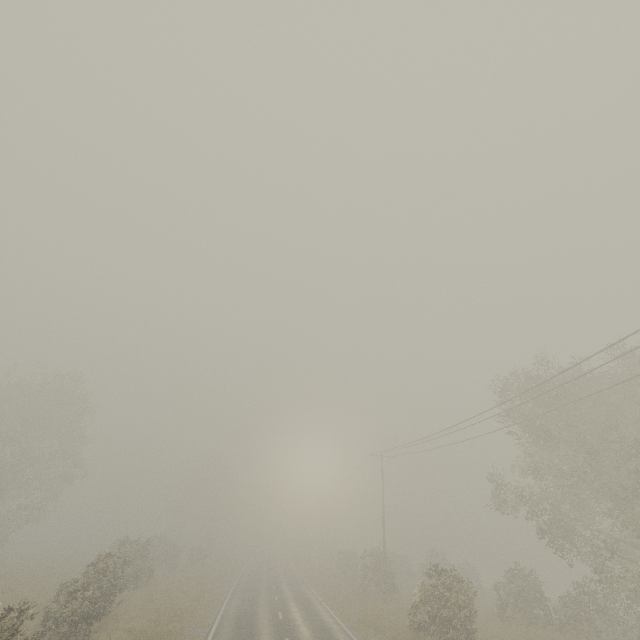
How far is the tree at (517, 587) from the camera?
20.8m

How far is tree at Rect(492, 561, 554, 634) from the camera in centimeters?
2077cm

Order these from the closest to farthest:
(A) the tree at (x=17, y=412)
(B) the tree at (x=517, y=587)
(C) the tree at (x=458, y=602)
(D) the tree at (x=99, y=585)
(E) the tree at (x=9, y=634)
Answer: (E) the tree at (x=9, y=634) → (D) the tree at (x=99, y=585) → (C) the tree at (x=458, y=602) → (B) the tree at (x=517, y=587) → (A) the tree at (x=17, y=412)

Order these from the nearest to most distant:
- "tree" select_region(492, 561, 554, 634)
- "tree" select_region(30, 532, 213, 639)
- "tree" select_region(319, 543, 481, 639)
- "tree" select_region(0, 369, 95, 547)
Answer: "tree" select_region(30, 532, 213, 639), "tree" select_region(319, 543, 481, 639), "tree" select_region(492, 561, 554, 634), "tree" select_region(0, 369, 95, 547)

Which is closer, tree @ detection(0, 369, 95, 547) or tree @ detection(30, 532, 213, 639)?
tree @ detection(30, 532, 213, 639)

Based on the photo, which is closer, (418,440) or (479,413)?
(479,413)
